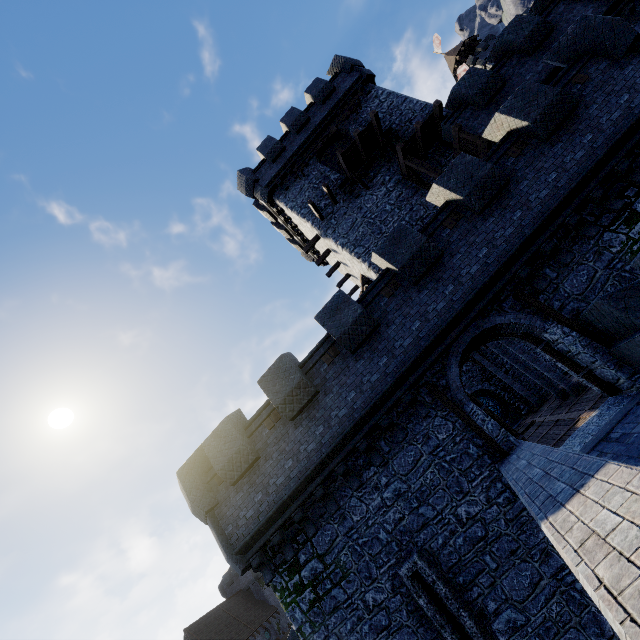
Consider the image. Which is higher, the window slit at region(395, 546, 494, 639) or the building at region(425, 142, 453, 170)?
the building at region(425, 142, 453, 170)

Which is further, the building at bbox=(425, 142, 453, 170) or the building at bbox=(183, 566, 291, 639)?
the building at bbox=(183, 566, 291, 639)

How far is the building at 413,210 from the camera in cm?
1753

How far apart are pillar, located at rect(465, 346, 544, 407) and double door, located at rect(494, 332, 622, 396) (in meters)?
13.60

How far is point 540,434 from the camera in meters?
13.9 m

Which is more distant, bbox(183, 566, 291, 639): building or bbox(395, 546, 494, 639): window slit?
bbox(183, 566, 291, 639): building

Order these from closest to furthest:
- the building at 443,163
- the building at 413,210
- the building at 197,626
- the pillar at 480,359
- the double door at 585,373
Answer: the double door at 585,373 → the building at 443,163 → the building at 413,210 → the pillar at 480,359 → the building at 197,626

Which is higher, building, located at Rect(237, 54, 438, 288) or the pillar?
building, located at Rect(237, 54, 438, 288)
